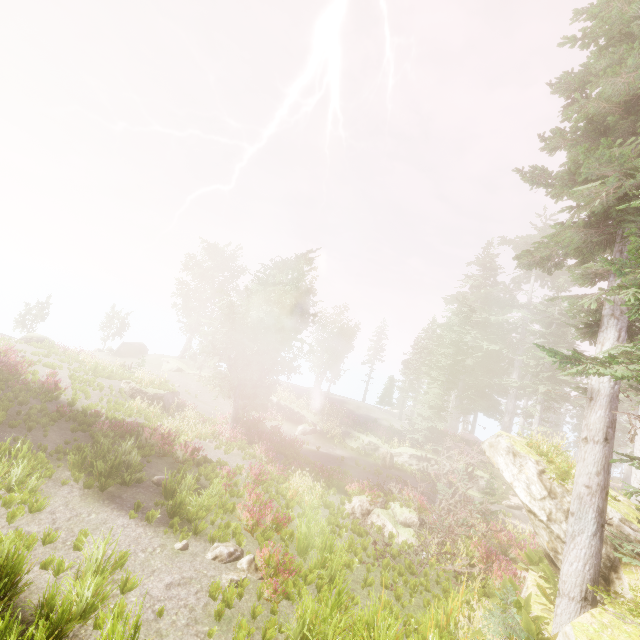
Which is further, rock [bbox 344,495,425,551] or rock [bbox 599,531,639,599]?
rock [bbox 344,495,425,551]

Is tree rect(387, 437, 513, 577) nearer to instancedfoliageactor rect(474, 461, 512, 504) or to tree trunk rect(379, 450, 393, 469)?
instancedfoliageactor rect(474, 461, 512, 504)

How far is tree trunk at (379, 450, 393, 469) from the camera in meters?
24.0

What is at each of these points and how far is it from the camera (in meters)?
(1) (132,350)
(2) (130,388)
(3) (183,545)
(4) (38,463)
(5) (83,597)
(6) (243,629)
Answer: (1) rock, 38.41
(2) rock, 20.88
(3) instancedfoliageactor, 8.30
(4) instancedfoliageactor, 9.34
(5) instancedfoliageactor, 5.48
(6) instancedfoliageactor, 6.16

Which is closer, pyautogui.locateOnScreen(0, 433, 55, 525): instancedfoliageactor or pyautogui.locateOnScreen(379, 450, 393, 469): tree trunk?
pyautogui.locateOnScreen(0, 433, 55, 525): instancedfoliageactor

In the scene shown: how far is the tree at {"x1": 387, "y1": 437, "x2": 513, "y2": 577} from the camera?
11.2m

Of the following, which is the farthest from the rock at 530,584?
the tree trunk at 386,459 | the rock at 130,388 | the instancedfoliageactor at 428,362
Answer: the rock at 130,388

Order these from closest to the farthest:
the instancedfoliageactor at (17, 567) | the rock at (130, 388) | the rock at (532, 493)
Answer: the instancedfoliageactor at (17, 567) < the rock at (532, 493) < the rock at (130, 388)
